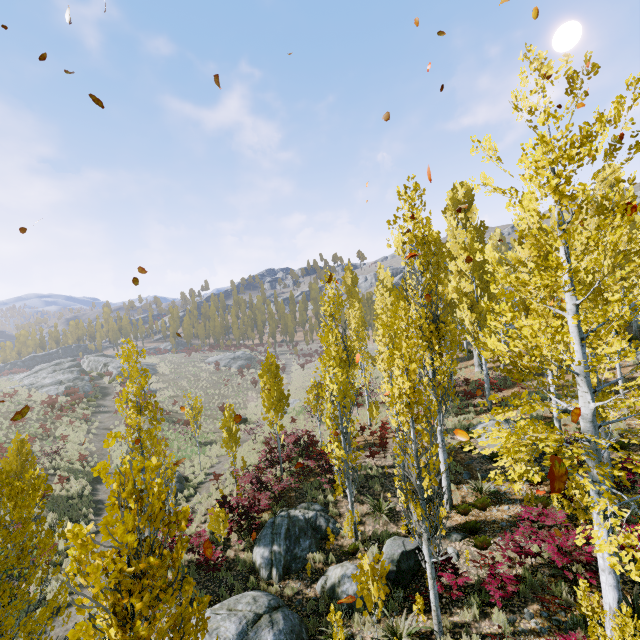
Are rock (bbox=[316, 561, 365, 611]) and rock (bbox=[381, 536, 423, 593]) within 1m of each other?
yes

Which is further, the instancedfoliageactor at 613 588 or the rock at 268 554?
the rock at 268 554

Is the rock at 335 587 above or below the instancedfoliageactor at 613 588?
below

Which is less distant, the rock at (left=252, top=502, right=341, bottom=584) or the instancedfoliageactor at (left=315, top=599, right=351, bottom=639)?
the instancedfoliageactor at (left=315, top=599, right=351, bottom=639)

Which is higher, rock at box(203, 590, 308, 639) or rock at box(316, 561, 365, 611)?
rock at box(203, 590, 308, 639)

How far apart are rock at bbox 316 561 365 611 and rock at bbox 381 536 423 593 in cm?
30

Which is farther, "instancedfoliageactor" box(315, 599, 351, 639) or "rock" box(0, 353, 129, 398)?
"rock" box(0, 353, 129, 398)

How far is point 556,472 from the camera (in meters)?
2.63
